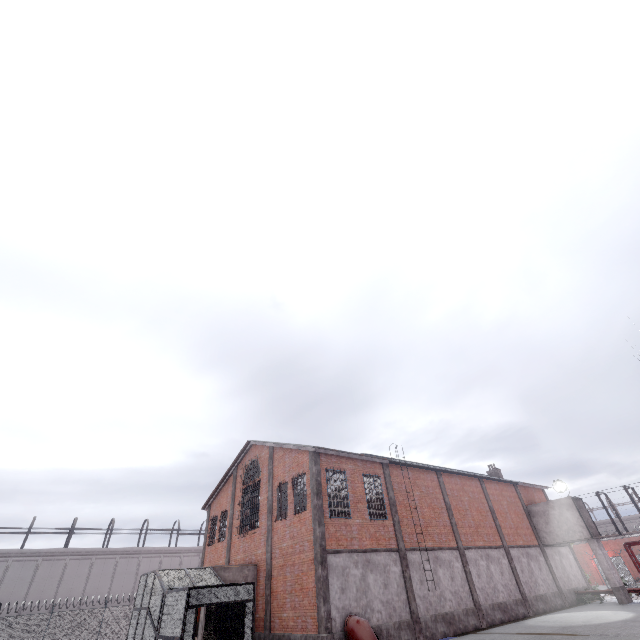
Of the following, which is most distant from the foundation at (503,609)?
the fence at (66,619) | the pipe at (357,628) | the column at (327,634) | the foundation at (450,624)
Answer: the fence at (66,619)

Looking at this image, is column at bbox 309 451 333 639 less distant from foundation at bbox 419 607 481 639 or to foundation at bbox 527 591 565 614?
foundation at bbox 419 607 481 639

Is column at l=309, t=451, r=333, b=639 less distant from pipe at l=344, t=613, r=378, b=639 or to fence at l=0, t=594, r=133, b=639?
pipe at l=344, t=613, r=378, b=639

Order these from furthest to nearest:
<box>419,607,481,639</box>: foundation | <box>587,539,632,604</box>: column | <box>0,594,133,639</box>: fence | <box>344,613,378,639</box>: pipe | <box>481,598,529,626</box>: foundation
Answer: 1. <box>0,594,133,639</box>: fence
2. <box>587,539,632,604</box>: column
3. <box>481,598,529,626</box>: foundation
4. <box>419,607,481,639</box>: foundation
5. <box>344,613,378,639</box>: pipe

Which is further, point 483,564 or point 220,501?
point 220,501

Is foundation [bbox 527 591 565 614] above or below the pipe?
below

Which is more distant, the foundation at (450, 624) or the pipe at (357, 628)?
the foundation at (450, 624)

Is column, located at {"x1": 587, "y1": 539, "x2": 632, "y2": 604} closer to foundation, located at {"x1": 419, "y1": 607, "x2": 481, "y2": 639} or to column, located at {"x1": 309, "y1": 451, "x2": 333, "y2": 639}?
foundation, located at {"x1": 419, "y1": 607, "x2": 481, "y2": 639}
